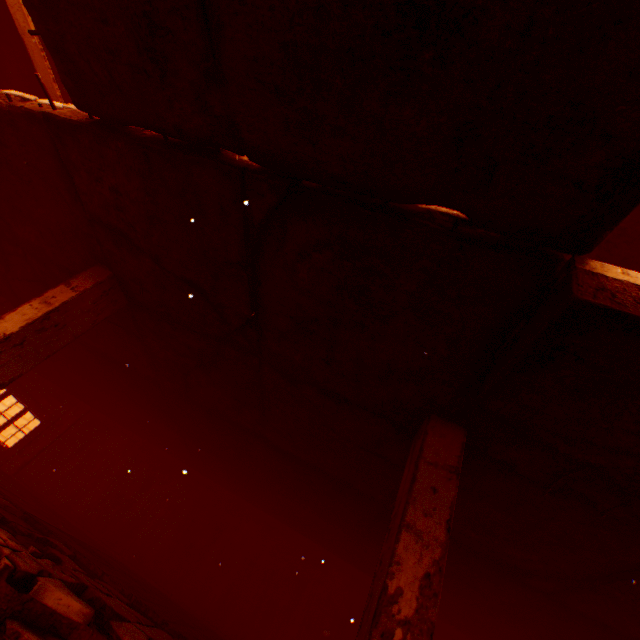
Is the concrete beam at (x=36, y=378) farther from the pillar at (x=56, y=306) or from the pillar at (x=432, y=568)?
the pillar at (x=432, y=568)

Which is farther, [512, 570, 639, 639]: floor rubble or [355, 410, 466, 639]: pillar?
[512, 570, 639, 639]: floor rubble

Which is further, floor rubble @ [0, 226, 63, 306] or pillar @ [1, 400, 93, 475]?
pillar @ [1, 400, 93, 475]

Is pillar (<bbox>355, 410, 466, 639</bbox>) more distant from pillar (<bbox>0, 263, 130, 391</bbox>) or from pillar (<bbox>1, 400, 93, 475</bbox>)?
pillar (<bbox>1, 400, 93, 475</bbox>)

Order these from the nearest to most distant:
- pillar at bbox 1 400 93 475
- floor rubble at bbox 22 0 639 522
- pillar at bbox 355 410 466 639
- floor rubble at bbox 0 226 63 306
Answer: floor rubble at bbox 22 0 639 522
pillar at bbox 355 410 466 639
floor rubble at bbox 0 226 63 306
pillar at bbox 1 400 93 475

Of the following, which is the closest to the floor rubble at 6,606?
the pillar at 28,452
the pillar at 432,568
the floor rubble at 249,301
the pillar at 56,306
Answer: the pillar at 56,306

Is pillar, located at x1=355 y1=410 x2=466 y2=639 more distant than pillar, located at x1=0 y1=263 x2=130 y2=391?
No

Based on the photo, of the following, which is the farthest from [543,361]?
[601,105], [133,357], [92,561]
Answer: [133,357]
